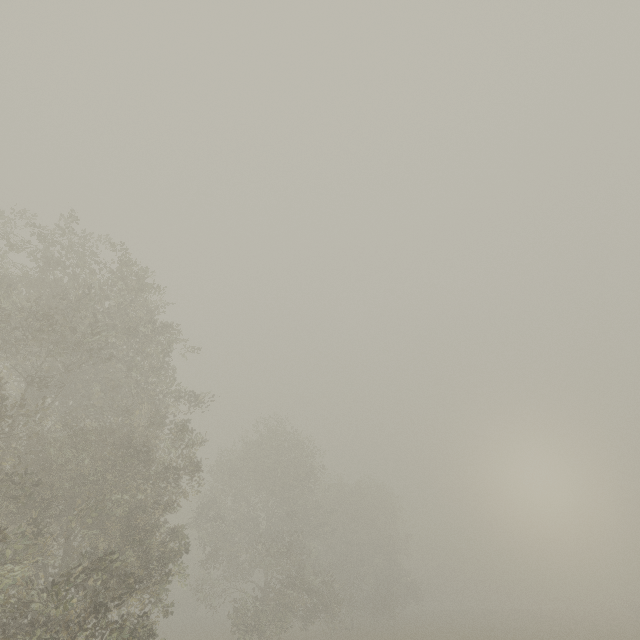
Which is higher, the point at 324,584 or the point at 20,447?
the point at 20,447
